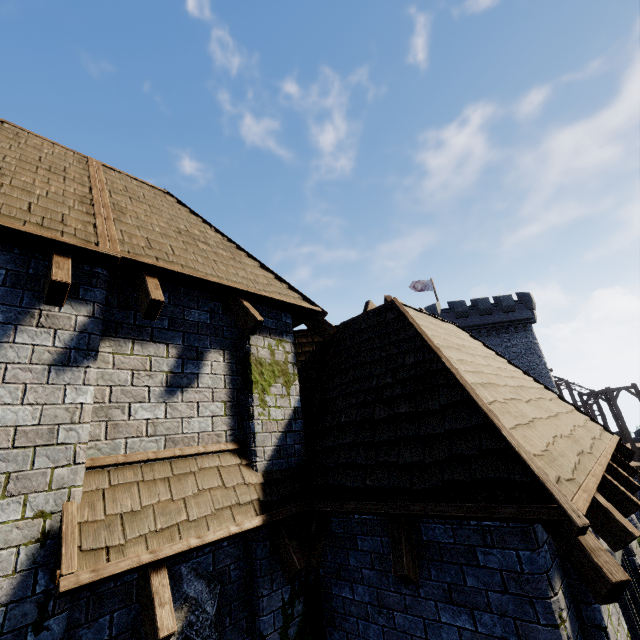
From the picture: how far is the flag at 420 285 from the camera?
35.9m

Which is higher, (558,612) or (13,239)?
(13,239)

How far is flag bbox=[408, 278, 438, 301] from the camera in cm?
3594

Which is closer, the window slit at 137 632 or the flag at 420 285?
the window slit at 137 632

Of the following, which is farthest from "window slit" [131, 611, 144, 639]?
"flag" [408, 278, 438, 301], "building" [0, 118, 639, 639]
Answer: "flag" [408, 278, 438, 301]

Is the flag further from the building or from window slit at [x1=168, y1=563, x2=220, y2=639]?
window slit at [x1=168, y1=563, x2=220, y2=639]

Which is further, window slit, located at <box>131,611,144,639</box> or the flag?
the flag
